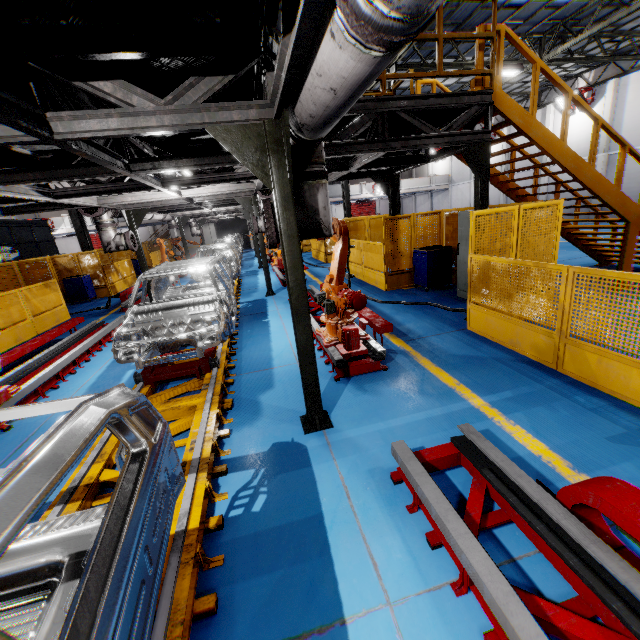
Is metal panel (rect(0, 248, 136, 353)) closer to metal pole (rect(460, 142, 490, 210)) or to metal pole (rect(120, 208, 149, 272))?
metal pole (rect(460, 142, 490, 210))

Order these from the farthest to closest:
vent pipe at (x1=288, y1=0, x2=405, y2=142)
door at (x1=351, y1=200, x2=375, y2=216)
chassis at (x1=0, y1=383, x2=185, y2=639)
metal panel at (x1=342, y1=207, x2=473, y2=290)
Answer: door at (x1=351, y1=200, x2=375, y2=216) → metal panel at (x1=342, y1=207, x2=473, y2=290) → vent pipe at (x1=288, y1=0, x2=405, y2=142) → chassis at (x1=0, y1=383, x2=185, y2=639)

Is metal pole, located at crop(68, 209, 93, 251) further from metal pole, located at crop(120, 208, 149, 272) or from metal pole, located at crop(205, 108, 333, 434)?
metal pole, located at crop(205, 108, 333, 434)

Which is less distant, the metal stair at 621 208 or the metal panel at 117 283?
the metal stair at 621 208

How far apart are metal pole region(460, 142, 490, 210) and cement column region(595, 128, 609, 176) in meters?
20.7 m

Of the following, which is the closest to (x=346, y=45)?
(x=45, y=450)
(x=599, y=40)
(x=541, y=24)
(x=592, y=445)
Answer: (x=45, y=450)

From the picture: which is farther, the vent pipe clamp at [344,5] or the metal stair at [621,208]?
the metal stair at [621,208]

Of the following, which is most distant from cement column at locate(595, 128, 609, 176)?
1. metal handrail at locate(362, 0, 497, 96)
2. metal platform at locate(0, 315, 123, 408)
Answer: metal platform at locate(0, 315, 123, 408)
